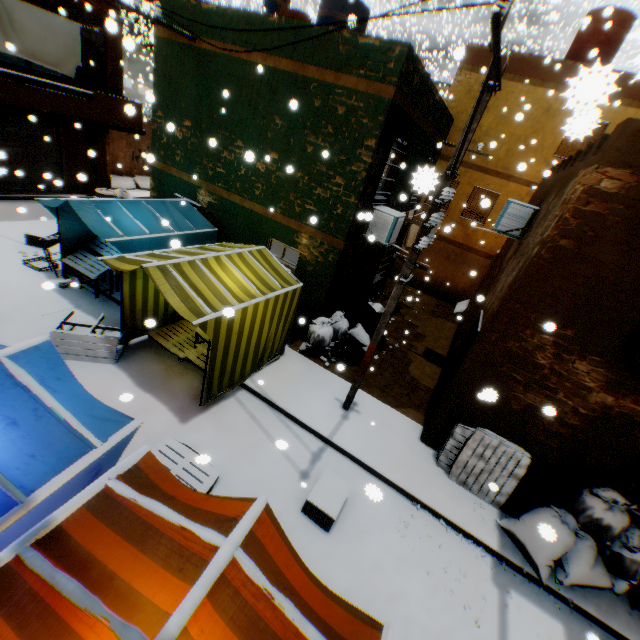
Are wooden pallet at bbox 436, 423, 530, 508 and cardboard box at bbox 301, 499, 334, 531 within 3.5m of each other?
yes

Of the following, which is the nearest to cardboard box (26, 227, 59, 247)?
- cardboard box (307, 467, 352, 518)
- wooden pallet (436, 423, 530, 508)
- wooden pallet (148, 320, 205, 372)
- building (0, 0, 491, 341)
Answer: building (0, 0, 491, 341)

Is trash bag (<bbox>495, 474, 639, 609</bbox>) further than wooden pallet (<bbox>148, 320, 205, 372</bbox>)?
No

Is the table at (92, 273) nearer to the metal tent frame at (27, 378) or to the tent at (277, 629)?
the tent at (277, 629)

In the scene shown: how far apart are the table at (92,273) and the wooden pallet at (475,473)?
9.03m

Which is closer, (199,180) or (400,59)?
(400,59)

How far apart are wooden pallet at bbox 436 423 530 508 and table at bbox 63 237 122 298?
9.0m

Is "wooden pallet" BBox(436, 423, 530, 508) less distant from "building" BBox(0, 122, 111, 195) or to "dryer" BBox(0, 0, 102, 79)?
"building" BBox(0, 122, 111, 195)
